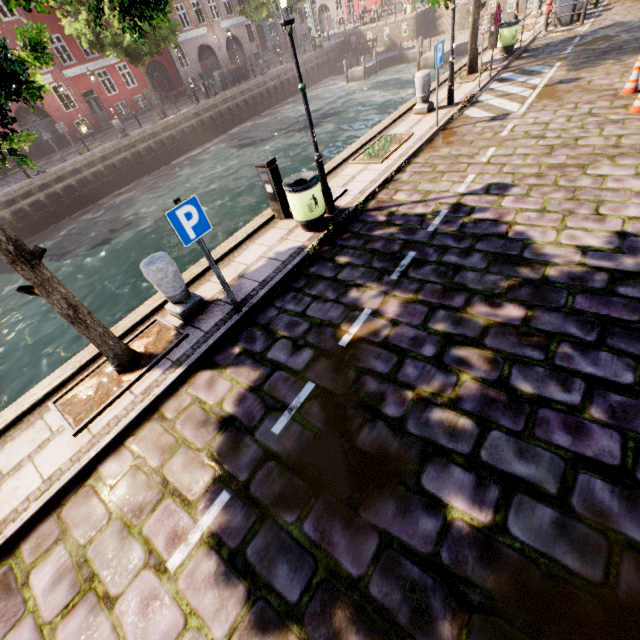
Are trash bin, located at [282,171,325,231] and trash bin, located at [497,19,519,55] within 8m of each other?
no

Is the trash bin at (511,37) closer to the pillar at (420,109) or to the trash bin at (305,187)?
the pillar at (420,109)

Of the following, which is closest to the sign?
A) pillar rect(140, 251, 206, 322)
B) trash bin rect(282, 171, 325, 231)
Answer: pillar rect(140, 251, 206, 322)

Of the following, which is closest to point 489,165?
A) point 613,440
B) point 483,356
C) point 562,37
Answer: point 483,356

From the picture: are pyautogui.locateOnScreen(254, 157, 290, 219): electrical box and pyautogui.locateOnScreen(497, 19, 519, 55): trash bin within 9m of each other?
no

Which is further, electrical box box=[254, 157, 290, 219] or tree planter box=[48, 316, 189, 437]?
electrical box box=[254, 157, 290, 219]

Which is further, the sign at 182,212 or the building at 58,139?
the building at 58,139

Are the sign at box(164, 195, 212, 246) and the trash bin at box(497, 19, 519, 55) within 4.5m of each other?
no
